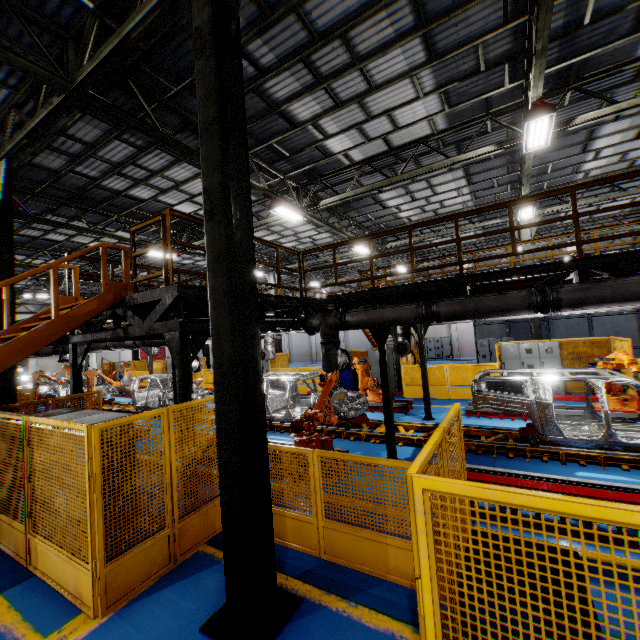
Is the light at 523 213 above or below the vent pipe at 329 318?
above

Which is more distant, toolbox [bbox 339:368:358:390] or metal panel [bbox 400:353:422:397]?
toolbox [bbox 339:368:358:390]

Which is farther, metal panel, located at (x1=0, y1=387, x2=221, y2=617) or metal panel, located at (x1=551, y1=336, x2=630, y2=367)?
metal panel, located at (x1=551, y1=336, x2=630, y2=367)

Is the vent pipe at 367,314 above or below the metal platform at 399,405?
above

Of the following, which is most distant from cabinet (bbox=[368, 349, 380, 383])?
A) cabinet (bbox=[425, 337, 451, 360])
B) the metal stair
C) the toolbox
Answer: cabinet (bbox=[425, 337, 451, 360])

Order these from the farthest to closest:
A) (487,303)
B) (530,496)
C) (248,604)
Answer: (487,303) → (248,604) → (530,496)

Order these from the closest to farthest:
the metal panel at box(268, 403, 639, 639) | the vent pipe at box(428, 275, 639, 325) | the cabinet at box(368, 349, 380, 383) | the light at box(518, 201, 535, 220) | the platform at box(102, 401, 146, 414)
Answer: the metal panel at box(268, 403, 639, 639) < the vent pipe at box(428, 275, 639, 325) < the light at box(518, 201, 535, 220) < the platform at box(102, 401, 146, 414) < the cabinet at box(368, 349, 380, 383)

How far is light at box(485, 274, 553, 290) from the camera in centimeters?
719cm
